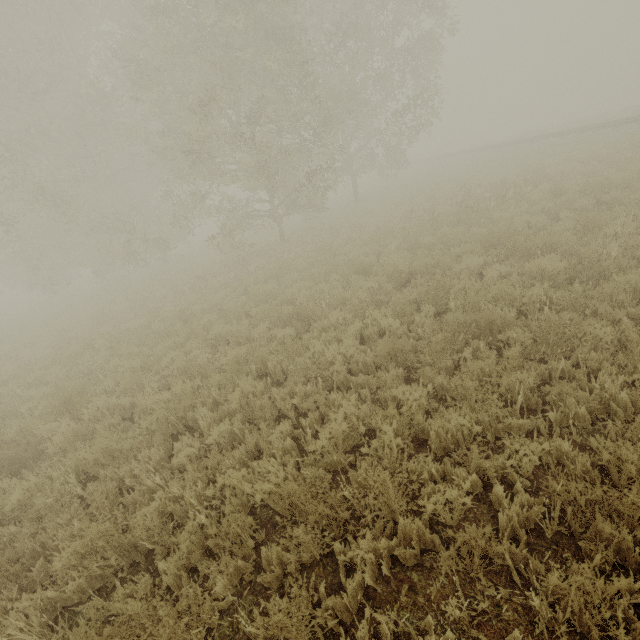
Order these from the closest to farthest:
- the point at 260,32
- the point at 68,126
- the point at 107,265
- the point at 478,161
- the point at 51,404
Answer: the point at 51,404 < the point at 260,32 < the point at 68,126 < the point at 107,265 < the point at 478,161
